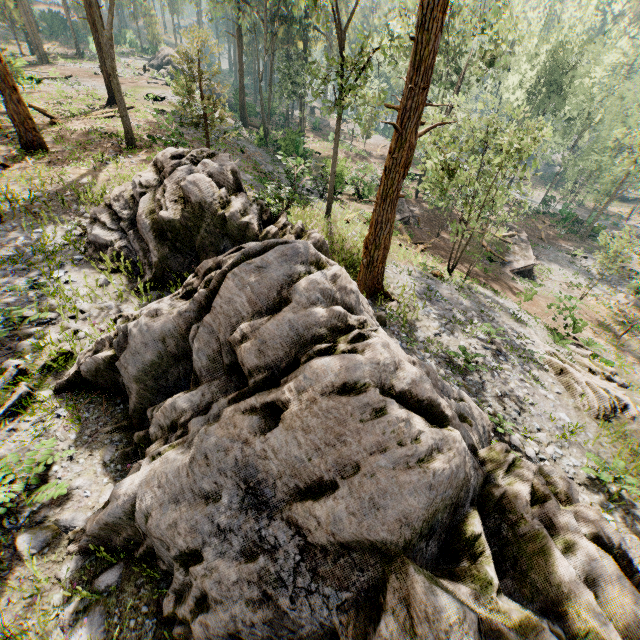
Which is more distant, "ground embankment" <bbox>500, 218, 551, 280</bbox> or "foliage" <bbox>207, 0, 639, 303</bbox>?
"ground embankment" <bbox>500, 218, 551, 280</bbox>

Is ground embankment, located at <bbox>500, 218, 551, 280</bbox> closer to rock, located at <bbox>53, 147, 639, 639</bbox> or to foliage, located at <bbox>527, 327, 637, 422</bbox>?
foliage, located at <bbox>527, 327, 637, 422</bbox>

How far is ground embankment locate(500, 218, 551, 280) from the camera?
28.9 meters

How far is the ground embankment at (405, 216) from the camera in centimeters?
2870cm

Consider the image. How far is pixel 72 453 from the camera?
5.57m

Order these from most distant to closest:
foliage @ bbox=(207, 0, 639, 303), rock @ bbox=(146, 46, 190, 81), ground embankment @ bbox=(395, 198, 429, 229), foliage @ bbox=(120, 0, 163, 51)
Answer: foliage @ bbox=(120, 0, 163, 51)
rock @ bbox=(146, 46, 190, 81)
ground embankment @ bbox=(395, 198, 429, 229)
foliage @ bbox=(207, 0, 639, 303)

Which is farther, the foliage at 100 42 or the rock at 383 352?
the foliage at 100 42

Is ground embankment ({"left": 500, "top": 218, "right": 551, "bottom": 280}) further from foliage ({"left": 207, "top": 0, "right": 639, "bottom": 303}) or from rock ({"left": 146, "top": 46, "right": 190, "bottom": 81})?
rock ({"left": 146, "top": 46, "right": 190, "bottom": 81})
